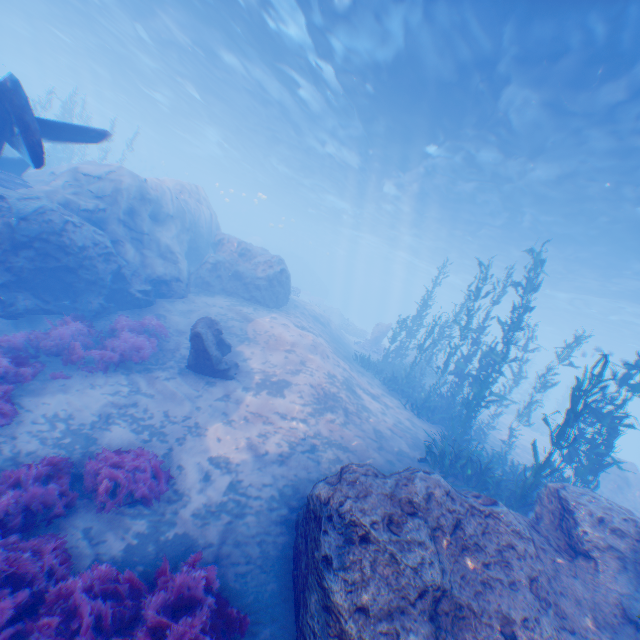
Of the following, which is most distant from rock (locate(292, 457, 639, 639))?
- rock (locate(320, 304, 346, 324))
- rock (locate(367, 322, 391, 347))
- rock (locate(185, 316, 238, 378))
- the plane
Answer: rock (locate(320, 304, 346, 324))

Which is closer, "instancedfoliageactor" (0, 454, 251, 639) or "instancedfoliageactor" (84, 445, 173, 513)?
"instancedfoliageactor" (0, 454, 251, 639)

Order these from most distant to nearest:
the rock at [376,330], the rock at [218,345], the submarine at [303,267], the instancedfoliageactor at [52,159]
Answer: the submarine at [303,267] → the rock at [376,330] → the instancedfoliageactor at [52,159] → the rock at [218,345]

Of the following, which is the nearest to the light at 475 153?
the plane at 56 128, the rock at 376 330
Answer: the plane at 56 128

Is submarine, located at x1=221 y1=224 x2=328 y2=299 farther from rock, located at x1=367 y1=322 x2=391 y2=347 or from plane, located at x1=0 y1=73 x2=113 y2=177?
plane, located at x1=0 y1=73 x2=113 y2=177

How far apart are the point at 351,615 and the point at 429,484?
2.30m

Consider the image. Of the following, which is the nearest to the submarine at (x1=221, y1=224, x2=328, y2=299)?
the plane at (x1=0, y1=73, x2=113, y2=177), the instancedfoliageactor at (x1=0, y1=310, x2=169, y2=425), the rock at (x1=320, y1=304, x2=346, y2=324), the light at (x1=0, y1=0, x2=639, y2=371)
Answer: the light at (x1=0, y1=0, x2=639, y2=371)

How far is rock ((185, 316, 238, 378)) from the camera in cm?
966
